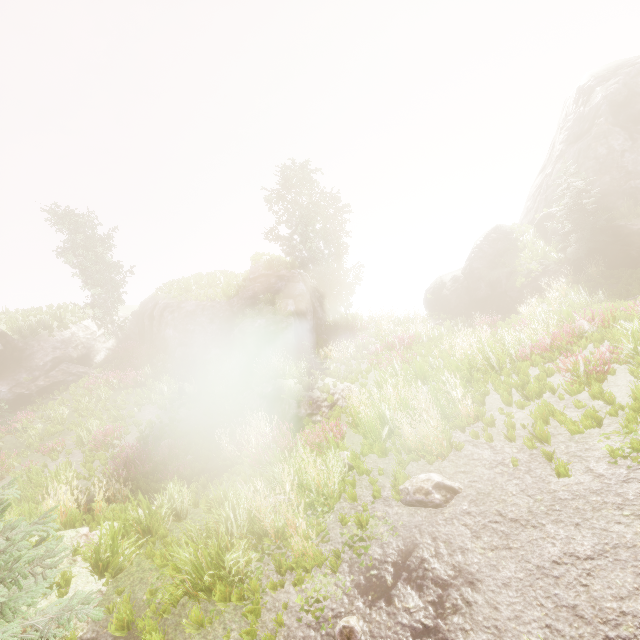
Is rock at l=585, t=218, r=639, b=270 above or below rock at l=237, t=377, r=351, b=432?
above

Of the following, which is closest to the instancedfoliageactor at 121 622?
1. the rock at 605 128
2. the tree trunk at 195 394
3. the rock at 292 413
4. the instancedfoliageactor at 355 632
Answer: the rock at 605 128

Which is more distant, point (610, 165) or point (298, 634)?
point (610, 165)

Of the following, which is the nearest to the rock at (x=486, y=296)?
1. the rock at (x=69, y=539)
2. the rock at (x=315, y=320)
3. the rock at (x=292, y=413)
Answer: the rock at (x=315, y=320)

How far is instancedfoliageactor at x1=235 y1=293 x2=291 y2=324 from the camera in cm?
1945

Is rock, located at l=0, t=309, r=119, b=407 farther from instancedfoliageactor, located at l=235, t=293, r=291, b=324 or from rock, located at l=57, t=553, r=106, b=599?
rock, located at l=57, t=553, r=106, b=599

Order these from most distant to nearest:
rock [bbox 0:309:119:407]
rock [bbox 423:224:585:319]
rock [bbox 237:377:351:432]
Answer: rock [bbox 423:224:585:319]
rock [bbox 0:309:119:407]
rock [bbox 237:377:351:432]

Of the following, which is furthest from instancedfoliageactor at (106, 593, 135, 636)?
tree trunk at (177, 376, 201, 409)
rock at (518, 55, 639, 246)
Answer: tree trunk at (177, 376, 201, 409)
